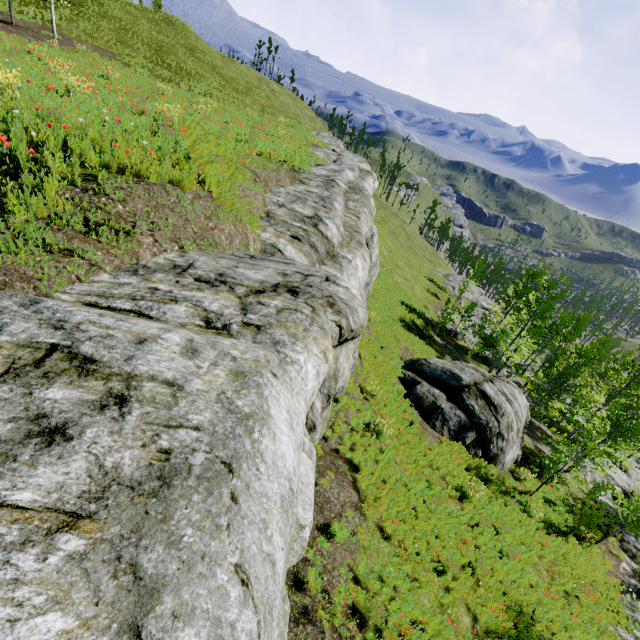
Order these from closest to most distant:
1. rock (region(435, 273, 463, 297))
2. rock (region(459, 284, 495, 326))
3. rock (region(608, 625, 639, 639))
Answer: rock (region(608, 625, 639, 639)), rock (region(459, 284, 495, 326)), rock (region(435, 273, 463, 297))

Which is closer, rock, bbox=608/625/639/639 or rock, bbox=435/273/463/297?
rock, bbox=608/625/639/639

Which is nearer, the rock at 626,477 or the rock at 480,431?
the rock at 480,431

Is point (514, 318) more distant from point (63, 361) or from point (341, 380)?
point (63, 361)

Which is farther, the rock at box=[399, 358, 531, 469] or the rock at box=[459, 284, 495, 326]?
the rock at box=[459, 284, 495, 326]

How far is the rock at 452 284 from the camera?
47.6m

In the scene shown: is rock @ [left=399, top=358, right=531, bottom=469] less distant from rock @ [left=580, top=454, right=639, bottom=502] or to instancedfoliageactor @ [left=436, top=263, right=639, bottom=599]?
rock @ [left=580, top=454, right=639, bottom=502]

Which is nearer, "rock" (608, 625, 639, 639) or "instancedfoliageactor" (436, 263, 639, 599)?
"rock" (608, 625, 639, 639)
